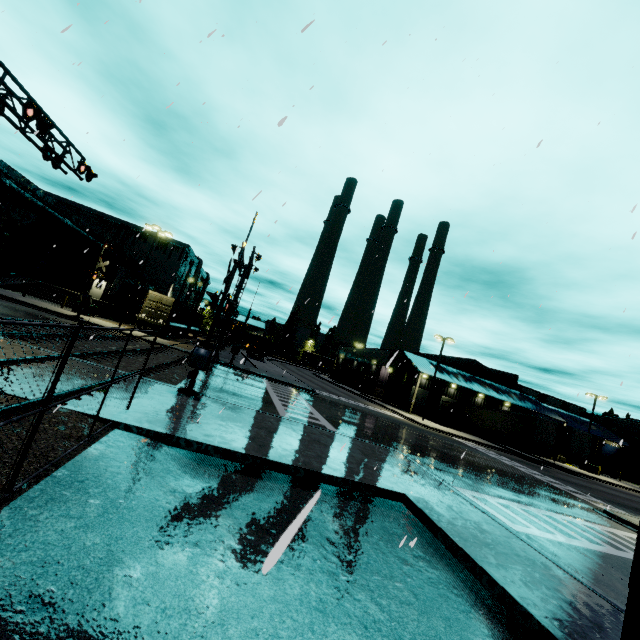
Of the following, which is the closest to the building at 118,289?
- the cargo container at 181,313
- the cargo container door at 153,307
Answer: the cargo container at 181,313

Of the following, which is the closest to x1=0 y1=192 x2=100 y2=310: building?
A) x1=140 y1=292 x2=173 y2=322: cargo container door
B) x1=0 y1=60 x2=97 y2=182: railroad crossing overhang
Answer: x1=140 y1=292 x2=173 y2=322: cargo container door

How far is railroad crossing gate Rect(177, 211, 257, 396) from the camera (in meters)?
11.15

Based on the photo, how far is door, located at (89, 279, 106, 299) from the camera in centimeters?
4138cm

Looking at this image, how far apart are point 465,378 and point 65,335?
45.1 meters

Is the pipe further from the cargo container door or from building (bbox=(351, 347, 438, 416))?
the cargo container door

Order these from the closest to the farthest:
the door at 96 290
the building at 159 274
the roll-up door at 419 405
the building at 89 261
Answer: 1. the building at 89 261
2. the door at 96 290
3. the roll-up door at 419 405
4. the building at 159 274

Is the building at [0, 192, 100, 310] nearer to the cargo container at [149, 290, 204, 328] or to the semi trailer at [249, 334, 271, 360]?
the semi trailer at [249, 334, 271, 360]
